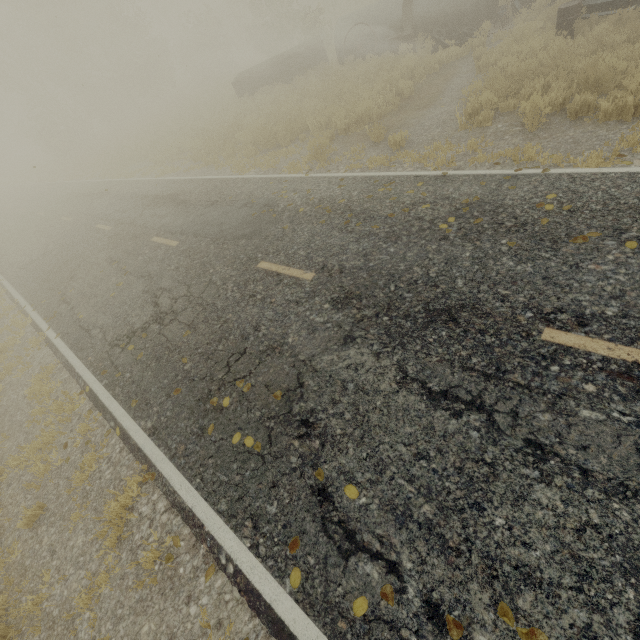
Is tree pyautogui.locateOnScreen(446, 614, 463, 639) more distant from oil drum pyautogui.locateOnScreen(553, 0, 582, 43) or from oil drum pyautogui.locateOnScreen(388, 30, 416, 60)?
oil drum pyautogui.locateOnScreen(553, 0, 582, 43)

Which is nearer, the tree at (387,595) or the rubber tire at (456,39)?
the tree at (387,595)

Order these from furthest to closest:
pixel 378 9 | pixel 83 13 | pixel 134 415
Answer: pixel 83 13, pixel 378 9, pixel 134 415

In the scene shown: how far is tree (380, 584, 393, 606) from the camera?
2.6m

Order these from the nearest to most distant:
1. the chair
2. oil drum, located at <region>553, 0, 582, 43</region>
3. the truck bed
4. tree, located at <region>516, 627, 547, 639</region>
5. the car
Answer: tree, located at <region>516, 627, 547, 639</region> → the car → oil drum, located at <region>553, 0, 582, 43</region> → the chair → the truck bed

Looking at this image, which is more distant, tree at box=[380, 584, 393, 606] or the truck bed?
the truck bed

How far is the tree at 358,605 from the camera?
2.7m

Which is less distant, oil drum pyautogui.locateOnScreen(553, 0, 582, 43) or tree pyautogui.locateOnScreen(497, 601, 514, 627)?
tree pyautogui.locateOnScreen(497, 601, 514, 627)
